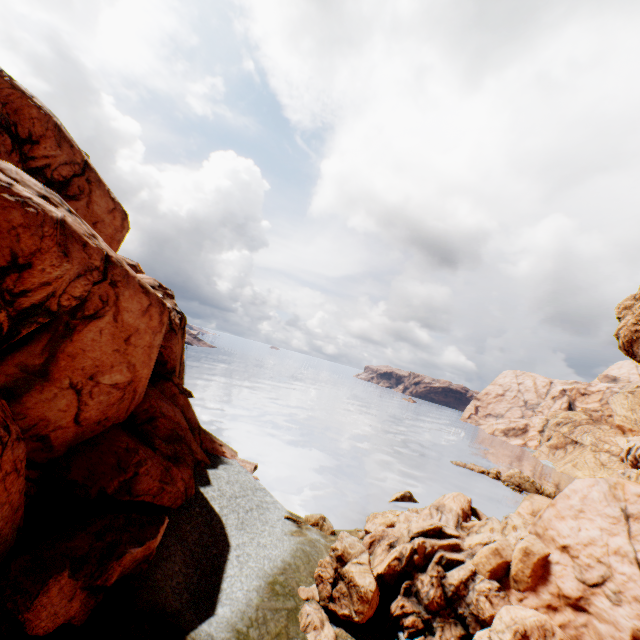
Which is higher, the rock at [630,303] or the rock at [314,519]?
the rock at [630,303]

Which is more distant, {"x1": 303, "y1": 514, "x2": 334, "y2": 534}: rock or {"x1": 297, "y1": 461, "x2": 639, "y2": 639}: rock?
{"x1": 303, "y1": 514, "x2": 334, "y2": 534}: rock

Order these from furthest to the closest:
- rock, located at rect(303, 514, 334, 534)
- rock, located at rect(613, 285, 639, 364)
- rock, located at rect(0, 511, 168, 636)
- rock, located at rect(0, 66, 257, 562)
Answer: rock, located at rect(613, 285, 639, 364) < rock, located at rect(303, 514, 334, 534) < rock, located at rect(0, 66, 257, 562) < rock, located at rect(0, 511, 168, 636)

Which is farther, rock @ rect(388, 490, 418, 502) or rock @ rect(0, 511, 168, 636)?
rock @ rect(388, 490, 418, 502)

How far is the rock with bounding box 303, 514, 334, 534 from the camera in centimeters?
2369cm

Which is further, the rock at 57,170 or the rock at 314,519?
the rock at 314,519

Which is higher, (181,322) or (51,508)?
(181,322)
